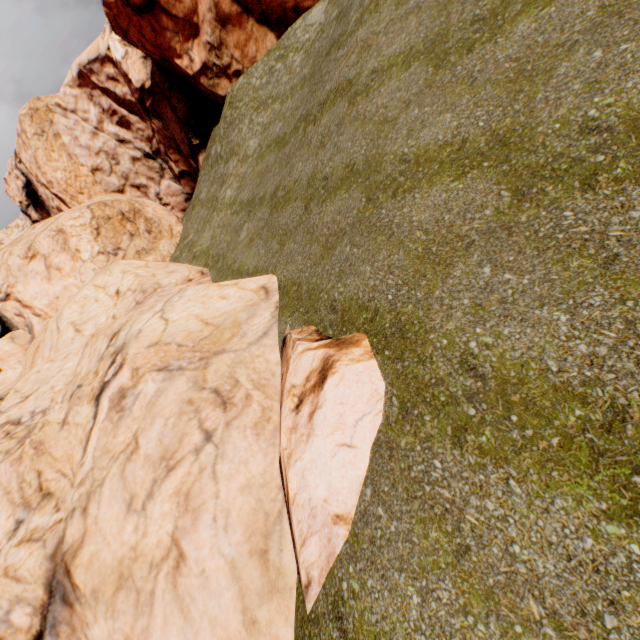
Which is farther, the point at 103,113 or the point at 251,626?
the point at 103,113
